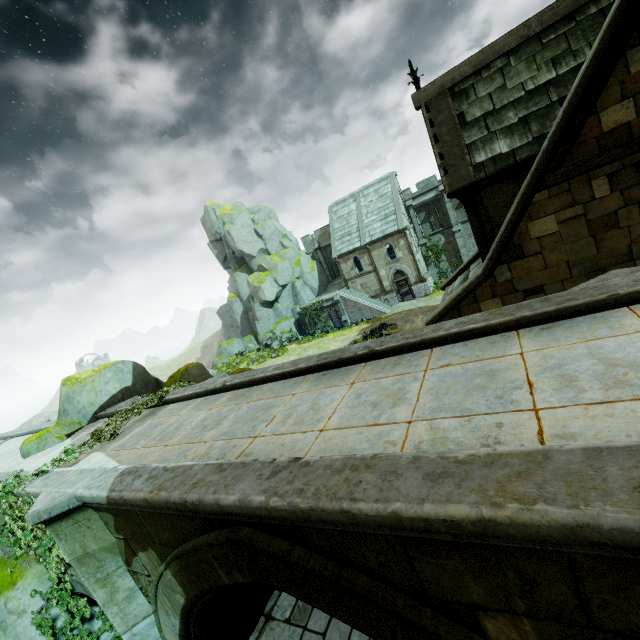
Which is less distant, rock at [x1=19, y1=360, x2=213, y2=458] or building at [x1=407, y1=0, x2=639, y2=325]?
building at [x1=407, y1=0, x2=639, y2=325]

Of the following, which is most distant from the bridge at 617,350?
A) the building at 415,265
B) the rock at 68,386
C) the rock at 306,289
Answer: the building at 415,265

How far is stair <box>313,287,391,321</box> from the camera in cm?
3434

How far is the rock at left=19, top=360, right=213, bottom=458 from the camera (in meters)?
11.29

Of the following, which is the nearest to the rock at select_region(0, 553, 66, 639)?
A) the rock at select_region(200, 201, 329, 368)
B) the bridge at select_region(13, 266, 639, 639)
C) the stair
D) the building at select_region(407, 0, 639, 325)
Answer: the bridge at select_region(13, 266, 639, 639)

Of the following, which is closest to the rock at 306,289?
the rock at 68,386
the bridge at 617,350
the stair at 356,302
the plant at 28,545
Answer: the stair at 356,302

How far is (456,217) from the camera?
34.5m

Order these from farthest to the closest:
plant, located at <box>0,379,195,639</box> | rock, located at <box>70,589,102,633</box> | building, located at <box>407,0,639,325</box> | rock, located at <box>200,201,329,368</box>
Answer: rock, located at <box>200,201,329,368</box>, rock, located at <box>70,589,102,633</box>, plant, located at <box>0,379,195,639</box>, building, located at <box>407,0,639,325</box>
